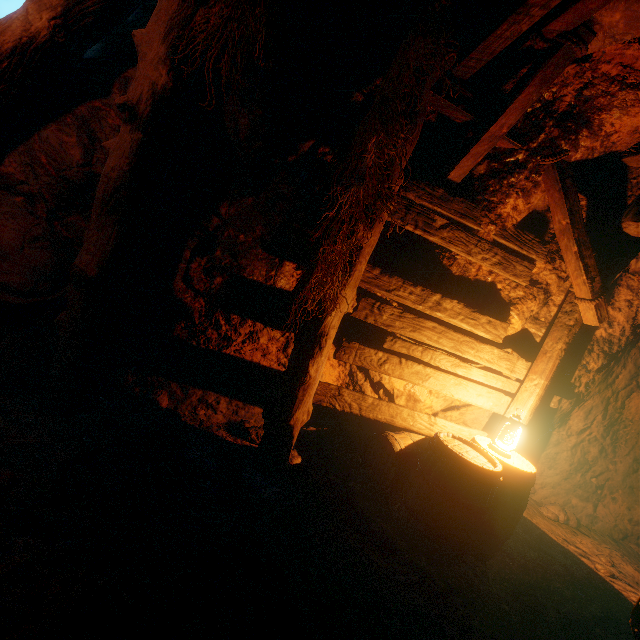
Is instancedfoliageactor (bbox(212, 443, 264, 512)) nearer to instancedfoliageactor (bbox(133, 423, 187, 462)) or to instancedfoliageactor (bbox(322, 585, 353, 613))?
instancedfoliageactor (bbox(133, 423, 187, 462))

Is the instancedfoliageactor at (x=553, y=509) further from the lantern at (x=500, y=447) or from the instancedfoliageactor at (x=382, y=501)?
the instancedfoliageactor at (x=382, y=501)

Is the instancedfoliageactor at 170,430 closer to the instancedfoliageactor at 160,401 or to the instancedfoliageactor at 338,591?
the instancedfoliageactor at 160,401

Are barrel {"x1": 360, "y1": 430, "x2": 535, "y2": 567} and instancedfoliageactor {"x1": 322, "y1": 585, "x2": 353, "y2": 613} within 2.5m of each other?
yes

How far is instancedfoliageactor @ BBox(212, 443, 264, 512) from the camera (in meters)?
2.56

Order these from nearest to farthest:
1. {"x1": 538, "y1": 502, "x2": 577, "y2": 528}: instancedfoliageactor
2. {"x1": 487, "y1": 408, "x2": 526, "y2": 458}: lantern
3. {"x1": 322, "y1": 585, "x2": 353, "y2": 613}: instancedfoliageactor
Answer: {"x1": 322, "y1": 585, "x2": 353, "y2": 613}: instancedfoliageactor → {"x1": 487, "y1": 408, "x2": 526, "y2": 458}: lantern → {"x1": 538, "y1": 502, "x2": 577, "y2": 528}: instancedfoliageactor

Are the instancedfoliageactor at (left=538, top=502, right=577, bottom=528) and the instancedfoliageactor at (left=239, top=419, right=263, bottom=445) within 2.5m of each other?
no

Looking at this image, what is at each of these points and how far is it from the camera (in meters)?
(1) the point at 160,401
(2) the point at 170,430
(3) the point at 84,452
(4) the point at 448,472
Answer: (1) instancedfoliageactor, 3.40
(2) instancedfoliageactor, 2.84
(3) instancedfoliageactor, 2.37
(4) barrel, 2.77
